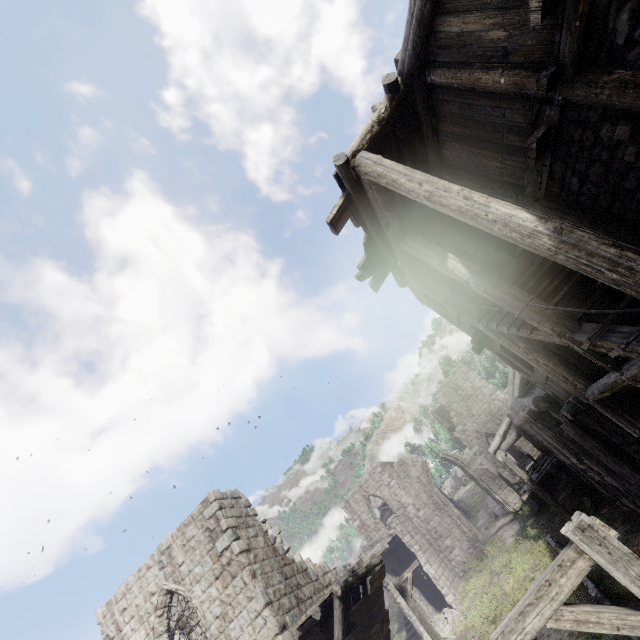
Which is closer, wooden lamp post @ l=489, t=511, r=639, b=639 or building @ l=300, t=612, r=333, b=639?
wooden lamp post @ l=489, t=511, r=639, b=639

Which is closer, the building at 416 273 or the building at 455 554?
the building at 416 273

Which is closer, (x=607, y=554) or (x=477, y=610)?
(x=607, y=554)

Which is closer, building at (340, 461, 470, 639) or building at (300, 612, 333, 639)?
building at (300, 612, 333, 639)

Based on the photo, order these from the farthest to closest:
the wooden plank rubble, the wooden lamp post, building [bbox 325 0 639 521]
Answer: the wooden plank rubble, building [bbox 325 0 639 521], the wooden lamp post

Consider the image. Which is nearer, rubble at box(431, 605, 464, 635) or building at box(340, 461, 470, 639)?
rubble at box(431, 605, 464, 635)

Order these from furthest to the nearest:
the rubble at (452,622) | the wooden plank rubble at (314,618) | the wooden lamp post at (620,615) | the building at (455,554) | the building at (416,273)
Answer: the building at (455,554)
the rubble at (452,622)
the wooden plank rubble at (314,618)
the building at (416,273)
the wooden lamp post at (620,615)

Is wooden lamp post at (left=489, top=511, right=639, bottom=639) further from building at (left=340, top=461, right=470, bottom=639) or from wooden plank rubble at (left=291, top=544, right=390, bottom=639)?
wooden plank rubble at (left=291, top=544, right=390, bottom=639)
